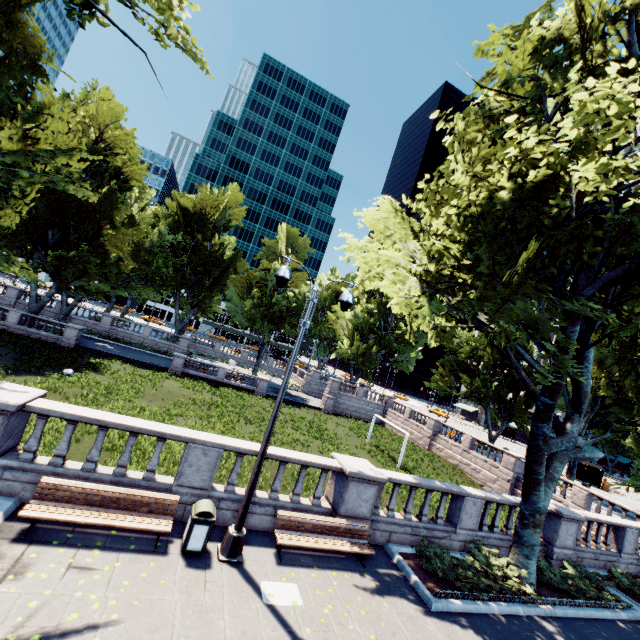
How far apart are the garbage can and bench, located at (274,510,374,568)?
1.75m

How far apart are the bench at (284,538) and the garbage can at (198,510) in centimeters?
175cm

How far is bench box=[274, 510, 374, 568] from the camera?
8.5m

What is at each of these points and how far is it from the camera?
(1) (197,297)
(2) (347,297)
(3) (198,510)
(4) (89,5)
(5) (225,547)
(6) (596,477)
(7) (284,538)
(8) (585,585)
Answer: (1) tree, 47.5 meters
(2) light, 8.7 meters
(3) garbage can, 7.6 meters
(4) tree, 8.9 meters
(5) light, 7.7 meters
(6) bus stop, 38.0 meters
(7) bench, 8.4 meters
(8) bush, 11.7 meters

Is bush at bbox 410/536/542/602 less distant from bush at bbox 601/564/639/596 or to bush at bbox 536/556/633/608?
bush at bbox 536/556/633/608

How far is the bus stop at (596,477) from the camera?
37.9m

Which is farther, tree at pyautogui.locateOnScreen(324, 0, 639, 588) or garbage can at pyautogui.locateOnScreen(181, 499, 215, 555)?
tree at pyautogui.locateOnScreen(324, 0, 639, 588)

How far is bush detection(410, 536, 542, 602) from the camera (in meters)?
9.44
